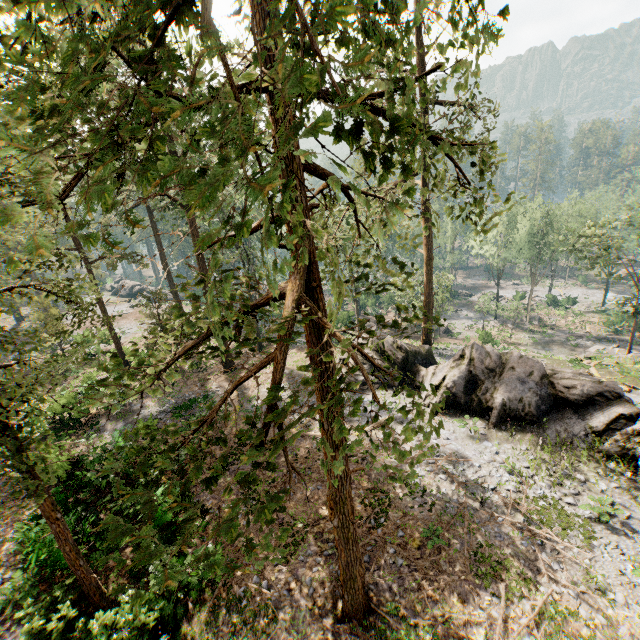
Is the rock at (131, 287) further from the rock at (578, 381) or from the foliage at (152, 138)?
the rock at (578, 381)

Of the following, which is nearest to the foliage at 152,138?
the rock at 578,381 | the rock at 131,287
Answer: the rock at 578,381

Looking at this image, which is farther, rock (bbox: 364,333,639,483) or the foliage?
rock (bbox: 364,333,639,483)

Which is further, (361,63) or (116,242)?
(116,242)

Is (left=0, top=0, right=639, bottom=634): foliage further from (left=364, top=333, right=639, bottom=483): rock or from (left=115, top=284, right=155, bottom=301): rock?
(left=115, top=284, right=155, bottom=301): rock

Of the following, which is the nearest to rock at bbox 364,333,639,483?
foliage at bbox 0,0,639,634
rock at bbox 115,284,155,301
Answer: foliage at bbox 0,0,639,634

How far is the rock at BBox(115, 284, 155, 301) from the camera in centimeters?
5650cm
